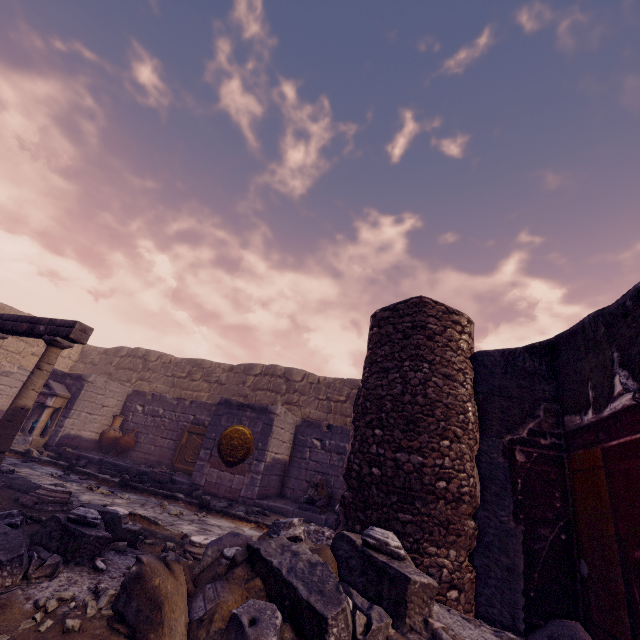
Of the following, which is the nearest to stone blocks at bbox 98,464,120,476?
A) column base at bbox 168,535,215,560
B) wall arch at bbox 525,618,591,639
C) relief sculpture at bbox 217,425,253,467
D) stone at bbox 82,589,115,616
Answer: relief sculpture at bbox 217,425,253,467

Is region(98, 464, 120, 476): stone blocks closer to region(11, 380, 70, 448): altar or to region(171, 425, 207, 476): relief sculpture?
region(171, 425, 207, 476): relief sculpture

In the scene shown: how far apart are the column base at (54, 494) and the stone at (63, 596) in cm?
331

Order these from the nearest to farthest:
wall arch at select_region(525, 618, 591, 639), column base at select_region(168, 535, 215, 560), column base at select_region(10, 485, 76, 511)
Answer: wall arch at select_region(525, 618, 591, 639), column base at select_region(168, 535, 215, 560), column base at select_region(10, 485, 76, 511)

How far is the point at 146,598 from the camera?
1.8m

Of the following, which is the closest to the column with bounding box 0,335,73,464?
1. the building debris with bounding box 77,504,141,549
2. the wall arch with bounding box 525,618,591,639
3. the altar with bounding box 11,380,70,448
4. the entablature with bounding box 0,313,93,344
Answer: the entablature with bounding box 0,313,93,344

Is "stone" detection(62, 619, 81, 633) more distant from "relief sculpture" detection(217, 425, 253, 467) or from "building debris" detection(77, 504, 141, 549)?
"relief sculpture" detection(217, 425, 253, 467)

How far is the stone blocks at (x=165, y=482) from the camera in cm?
772
